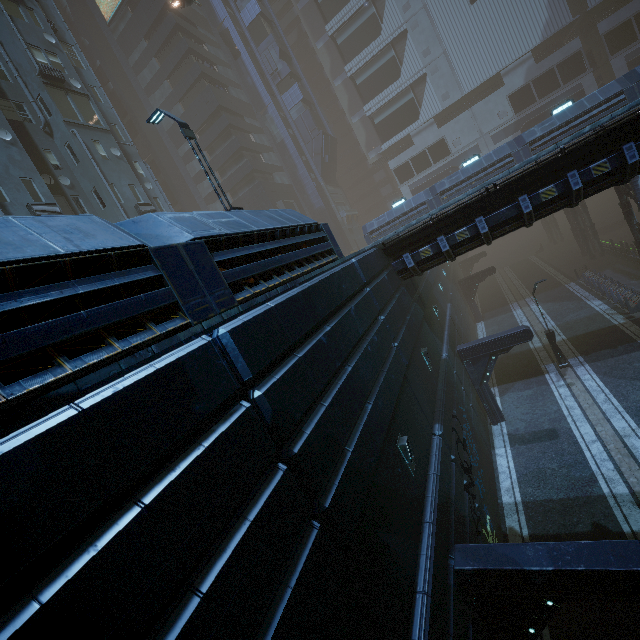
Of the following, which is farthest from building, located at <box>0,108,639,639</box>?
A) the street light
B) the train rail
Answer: the street light

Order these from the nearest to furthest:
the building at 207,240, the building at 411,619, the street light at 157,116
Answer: the building at 411,619, the building at 207,240, the street light at 157,116

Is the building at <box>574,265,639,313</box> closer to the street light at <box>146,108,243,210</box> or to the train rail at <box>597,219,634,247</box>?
the train rail at <box>597,219,634,247</box>

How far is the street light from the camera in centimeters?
1003cm

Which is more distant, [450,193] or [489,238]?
[450,193]

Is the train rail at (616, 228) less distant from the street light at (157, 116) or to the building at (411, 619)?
the building at (411, 619)
